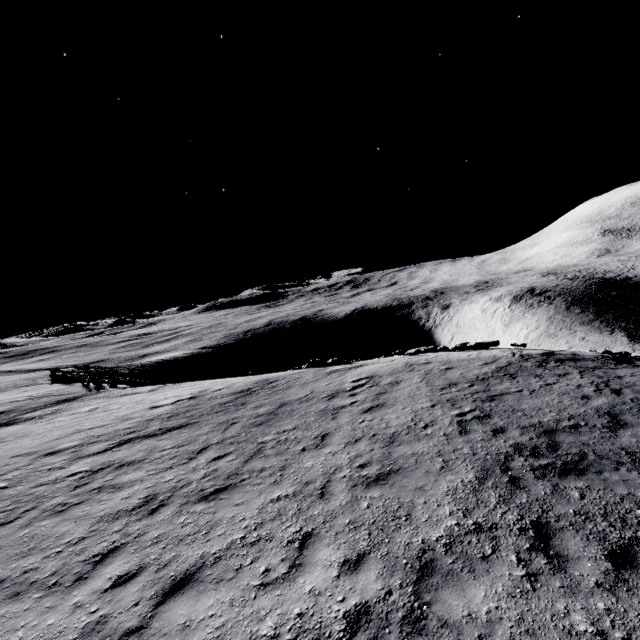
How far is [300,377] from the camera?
17.75m
